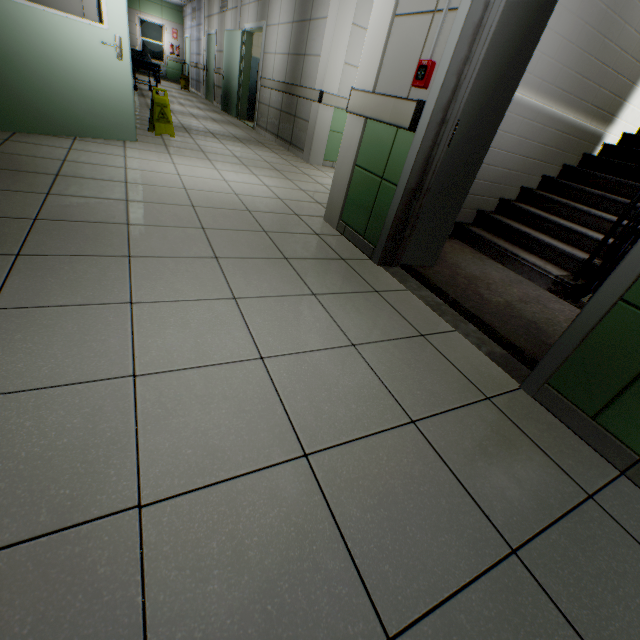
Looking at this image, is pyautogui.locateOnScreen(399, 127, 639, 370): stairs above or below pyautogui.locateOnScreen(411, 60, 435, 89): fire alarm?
below

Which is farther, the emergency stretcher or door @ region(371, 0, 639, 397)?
the emergency stretcher

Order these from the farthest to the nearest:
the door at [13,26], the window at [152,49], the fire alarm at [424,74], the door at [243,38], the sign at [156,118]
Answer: the window at [152,49]
the door at [243,38]
the sign at [156,118]
the door at [13,26]
the fire alarm at [424,74]

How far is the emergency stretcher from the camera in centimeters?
892cm

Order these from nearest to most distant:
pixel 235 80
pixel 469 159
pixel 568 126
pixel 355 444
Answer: pixel 355 444 < pixel 469 159 < pixel 568 126 < pixel 235 80

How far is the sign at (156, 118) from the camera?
Result: 4.8 meters

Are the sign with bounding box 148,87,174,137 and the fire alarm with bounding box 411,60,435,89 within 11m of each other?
yes

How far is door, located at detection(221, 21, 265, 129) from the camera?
8.02m
